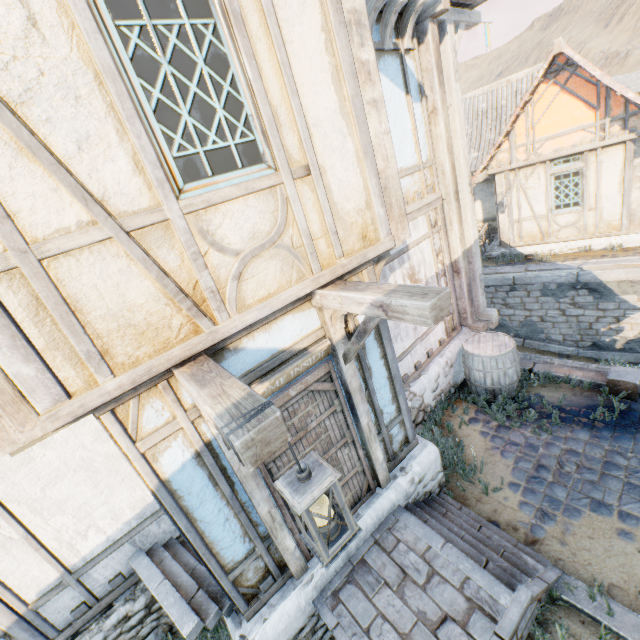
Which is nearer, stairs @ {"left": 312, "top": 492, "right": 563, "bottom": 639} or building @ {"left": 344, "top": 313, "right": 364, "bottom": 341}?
Answer: stairs @ {"left": 312, "top": 492, "right": 563, "bottom": 639}

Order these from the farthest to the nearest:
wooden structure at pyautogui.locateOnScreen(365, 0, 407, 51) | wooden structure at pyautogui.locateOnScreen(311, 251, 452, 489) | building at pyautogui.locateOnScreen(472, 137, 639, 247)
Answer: building at pyautogui.locateOnScreen(472, 137, 639, 247)
wooden structure at pyautogui.locateOnScreen(365, 0, 407, 51)
wooden structure at pyautogui.locateOnScreen(311, 251, 452, 489)

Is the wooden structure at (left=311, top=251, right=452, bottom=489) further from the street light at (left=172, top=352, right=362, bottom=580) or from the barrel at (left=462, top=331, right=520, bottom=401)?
the barrel at (left=462, top=331, right=520, bottom=401)

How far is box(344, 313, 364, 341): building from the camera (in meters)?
3.65

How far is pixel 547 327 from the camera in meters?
11.5 m

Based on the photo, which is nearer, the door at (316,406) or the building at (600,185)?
the door at (316,406)

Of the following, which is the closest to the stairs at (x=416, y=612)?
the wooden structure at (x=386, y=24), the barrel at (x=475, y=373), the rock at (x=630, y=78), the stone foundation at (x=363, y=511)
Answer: the stone foundation at (x=363, y=511)

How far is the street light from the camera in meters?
1.6
